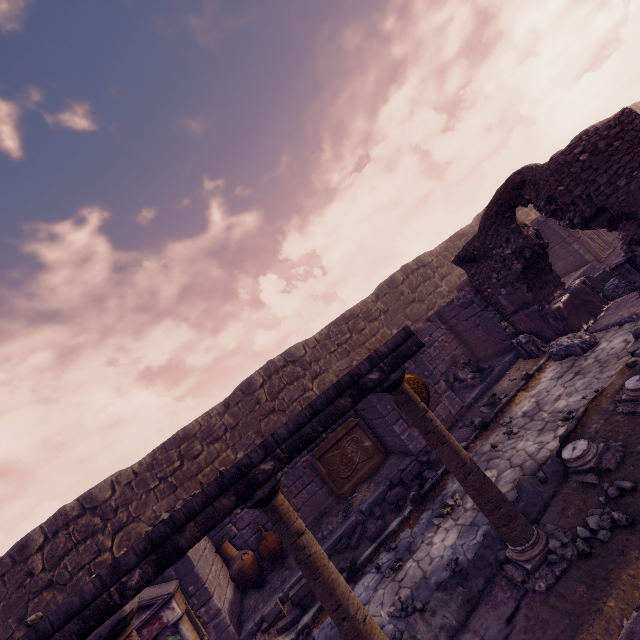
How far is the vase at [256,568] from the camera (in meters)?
7.30

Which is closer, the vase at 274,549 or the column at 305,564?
the column at 305,564

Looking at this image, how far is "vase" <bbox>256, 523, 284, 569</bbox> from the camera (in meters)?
7.56

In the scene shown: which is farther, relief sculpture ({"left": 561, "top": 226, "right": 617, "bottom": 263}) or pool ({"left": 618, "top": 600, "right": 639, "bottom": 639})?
relief sculpture ({"left": 561, "top": 226, "right": 617, "bottom": 263})

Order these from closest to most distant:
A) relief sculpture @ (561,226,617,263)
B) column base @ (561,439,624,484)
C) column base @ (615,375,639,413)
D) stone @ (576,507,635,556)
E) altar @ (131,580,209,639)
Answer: stone @ (576,507,635,556) → column base @ (561,439,624,484) → column base @ (615,375,639,413) → altar @ (131,580,209,639) → relief sculpture @ (561,226,617,263)

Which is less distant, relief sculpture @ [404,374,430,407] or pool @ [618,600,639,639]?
pool @ [618,600,639,639]

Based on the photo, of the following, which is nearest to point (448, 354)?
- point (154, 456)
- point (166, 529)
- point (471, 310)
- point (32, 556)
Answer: point (471, 310)

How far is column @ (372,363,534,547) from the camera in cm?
346
